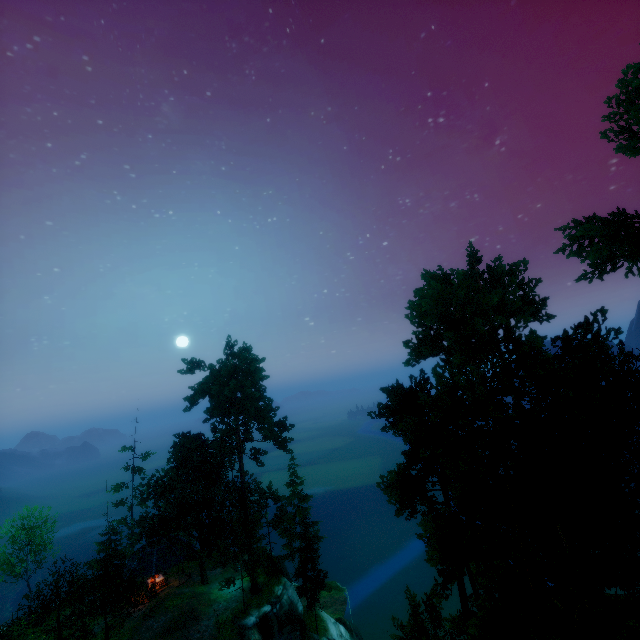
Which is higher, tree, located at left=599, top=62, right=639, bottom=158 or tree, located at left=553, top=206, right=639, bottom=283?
tree, located at left=599, top=62, right=639, bottom=158

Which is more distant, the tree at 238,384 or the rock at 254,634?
the tree at 238,384

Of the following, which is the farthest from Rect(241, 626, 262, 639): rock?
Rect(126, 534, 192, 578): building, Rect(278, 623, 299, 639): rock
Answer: Rect(126, 534, 192, 578): building

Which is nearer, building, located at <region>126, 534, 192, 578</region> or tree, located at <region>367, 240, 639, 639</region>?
tree, located at <region>367, 240, 639, 639</region>

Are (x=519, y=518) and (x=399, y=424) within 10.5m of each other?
yes

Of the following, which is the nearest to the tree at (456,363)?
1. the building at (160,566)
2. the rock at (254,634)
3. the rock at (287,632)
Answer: the building at (160,566)

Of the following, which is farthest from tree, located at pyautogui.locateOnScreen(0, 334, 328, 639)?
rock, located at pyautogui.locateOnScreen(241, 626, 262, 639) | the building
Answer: rock, located at pyautogui.locateOnScreen(241, 626, 262, 639)

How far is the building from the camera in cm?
3187
